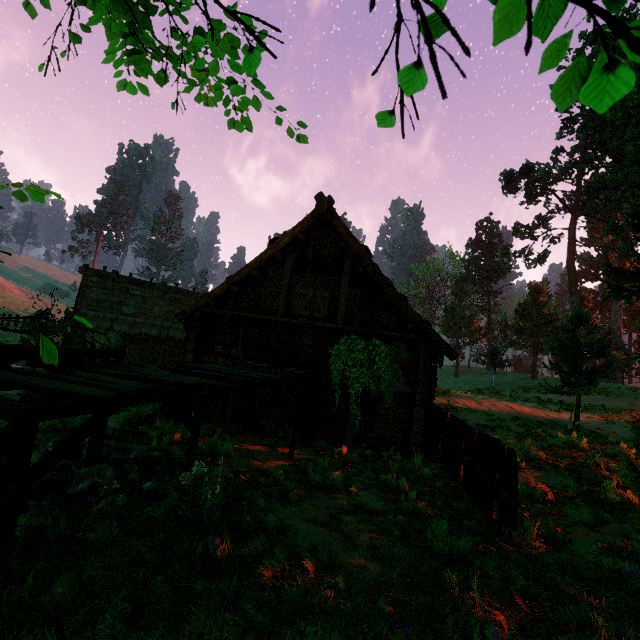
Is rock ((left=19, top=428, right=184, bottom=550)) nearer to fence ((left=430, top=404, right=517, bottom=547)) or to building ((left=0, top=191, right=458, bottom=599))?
building ((left=0, top=191, right=458, bottom=599))

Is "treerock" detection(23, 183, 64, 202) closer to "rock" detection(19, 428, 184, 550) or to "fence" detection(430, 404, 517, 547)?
"fence" detection(430, 404, 517, 547)

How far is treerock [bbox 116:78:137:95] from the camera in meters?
2.6 m

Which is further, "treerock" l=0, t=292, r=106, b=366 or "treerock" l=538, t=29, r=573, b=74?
"treerock" l=0, t=292, r=106, b=366

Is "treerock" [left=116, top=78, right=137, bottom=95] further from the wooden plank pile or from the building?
the wooden plank pile

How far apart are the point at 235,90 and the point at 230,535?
4.1 meters

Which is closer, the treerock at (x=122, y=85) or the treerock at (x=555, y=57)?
the treerock at (x=555, y=57)

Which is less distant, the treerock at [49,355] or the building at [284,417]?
the treerock at [49,355]
